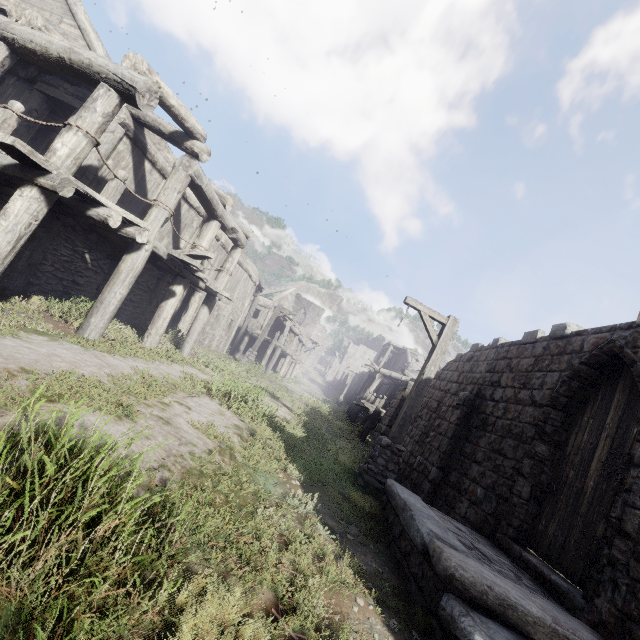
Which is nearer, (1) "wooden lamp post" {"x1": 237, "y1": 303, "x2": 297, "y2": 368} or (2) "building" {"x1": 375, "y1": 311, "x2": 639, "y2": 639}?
(2) "building" {"x1": 375, "y1": 311, "x2": 639, "y2": 639}

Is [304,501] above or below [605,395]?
below

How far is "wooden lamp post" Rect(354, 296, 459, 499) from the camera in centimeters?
747cm

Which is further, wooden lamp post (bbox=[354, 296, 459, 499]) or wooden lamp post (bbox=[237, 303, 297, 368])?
wooden lamp post (bbox=[237, 303, 297, 368])

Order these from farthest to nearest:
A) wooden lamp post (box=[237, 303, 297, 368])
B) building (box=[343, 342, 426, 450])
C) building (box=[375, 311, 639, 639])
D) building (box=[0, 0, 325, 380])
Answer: wooden lamp post (box=[237, 303, 297, 368]) < building (box=[343, 342, 426, 450]) < building (box=[0, 0, 325, 380]) < building (box=[375, 311, 639, 639])

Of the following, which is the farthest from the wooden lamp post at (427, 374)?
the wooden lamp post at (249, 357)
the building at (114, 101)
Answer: the wooden lamp post at (249, 357)

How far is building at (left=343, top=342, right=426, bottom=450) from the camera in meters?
14.7 m
